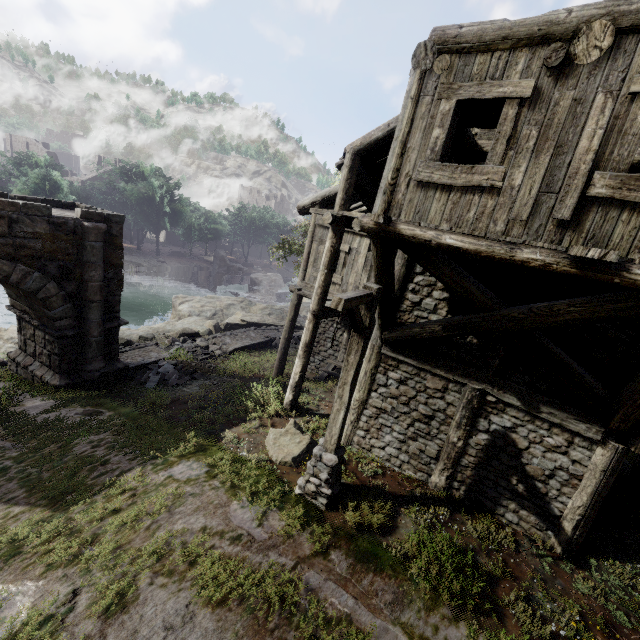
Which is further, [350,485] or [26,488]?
Answer: [350,485]

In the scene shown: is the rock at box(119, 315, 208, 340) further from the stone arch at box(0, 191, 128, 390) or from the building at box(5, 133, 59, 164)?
the building at box(5, 133, 59, 164)

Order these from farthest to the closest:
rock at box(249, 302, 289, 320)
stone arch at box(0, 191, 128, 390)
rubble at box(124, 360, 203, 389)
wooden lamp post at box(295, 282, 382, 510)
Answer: rock at box(249, 302, 289, 320) < rubble at box(124, 360, 203, 389) < stone arch at box(0, 191, 128, 390) < wooden lamp post at box(295, 282, 382, 510)

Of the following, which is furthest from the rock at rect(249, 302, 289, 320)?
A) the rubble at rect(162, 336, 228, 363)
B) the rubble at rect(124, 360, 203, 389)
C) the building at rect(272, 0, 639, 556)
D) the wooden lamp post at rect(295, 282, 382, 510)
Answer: the wooden lamp post at rect(295, 282, 382, 510)

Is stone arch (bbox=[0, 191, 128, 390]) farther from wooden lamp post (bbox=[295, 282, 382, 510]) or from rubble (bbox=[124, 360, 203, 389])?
wooden lamp post (bbox=[295, 282, 382, 510])

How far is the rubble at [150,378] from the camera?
12.1 meters

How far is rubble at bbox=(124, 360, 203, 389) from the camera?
12.1m

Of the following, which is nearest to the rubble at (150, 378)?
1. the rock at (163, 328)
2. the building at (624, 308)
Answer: the building at (624, 308)
